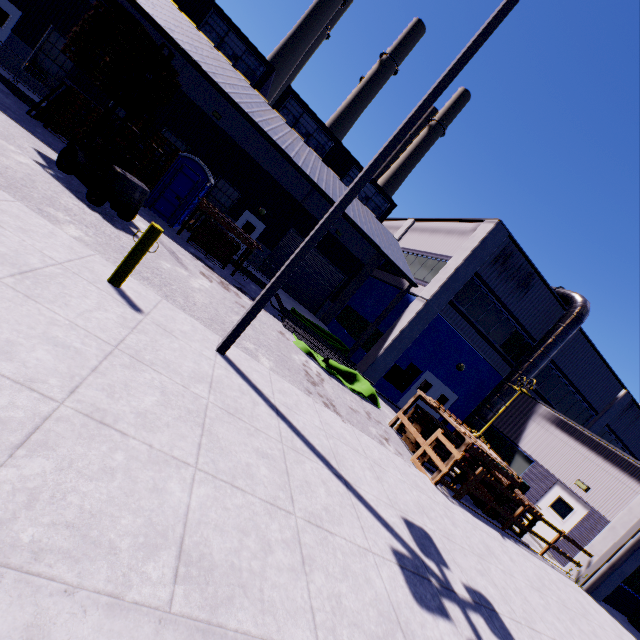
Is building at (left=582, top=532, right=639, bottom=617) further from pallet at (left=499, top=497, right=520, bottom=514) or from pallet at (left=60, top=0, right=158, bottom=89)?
pallet at (left=499, top=497, right=520, bottom=514)

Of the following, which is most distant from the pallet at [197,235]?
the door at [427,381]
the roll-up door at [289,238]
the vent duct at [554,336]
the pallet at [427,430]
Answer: the vent duct at [554,336]

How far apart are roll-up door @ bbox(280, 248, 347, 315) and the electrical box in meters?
7.5

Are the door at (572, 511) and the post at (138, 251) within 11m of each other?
no

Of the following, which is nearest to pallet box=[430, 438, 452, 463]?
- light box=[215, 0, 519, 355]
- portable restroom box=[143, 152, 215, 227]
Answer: light box=[215, 0, 519, 355]

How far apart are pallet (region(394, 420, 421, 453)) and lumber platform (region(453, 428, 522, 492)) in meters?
0.2

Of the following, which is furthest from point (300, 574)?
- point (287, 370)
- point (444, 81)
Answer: point (444, 81)

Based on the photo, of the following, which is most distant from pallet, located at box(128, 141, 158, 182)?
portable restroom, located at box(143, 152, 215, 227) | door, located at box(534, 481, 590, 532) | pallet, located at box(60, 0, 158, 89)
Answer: door, located at box(534, 481, 590, 532)
